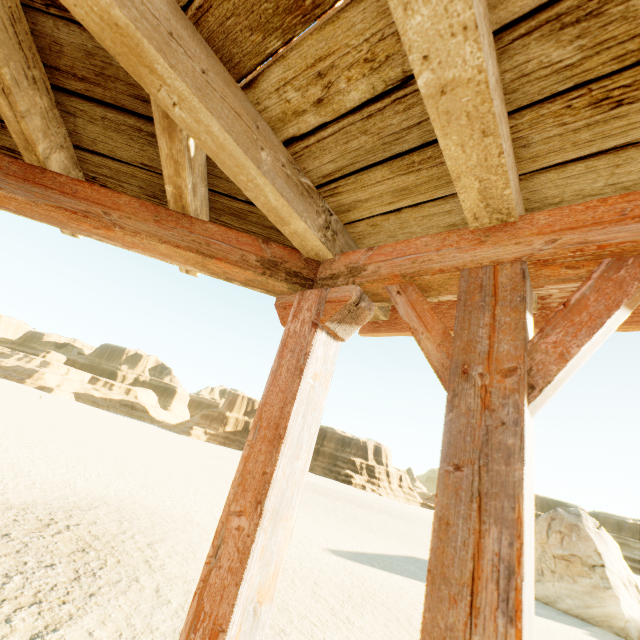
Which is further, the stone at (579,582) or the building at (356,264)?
the stone at (579,582)

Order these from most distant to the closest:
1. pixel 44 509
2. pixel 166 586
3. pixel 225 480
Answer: pixel 225 480 → pixel 44 509 → pixel 166 586

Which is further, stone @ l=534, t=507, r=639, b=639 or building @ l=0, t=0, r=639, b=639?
stone @ l=534, t=507, r=639, b=639
